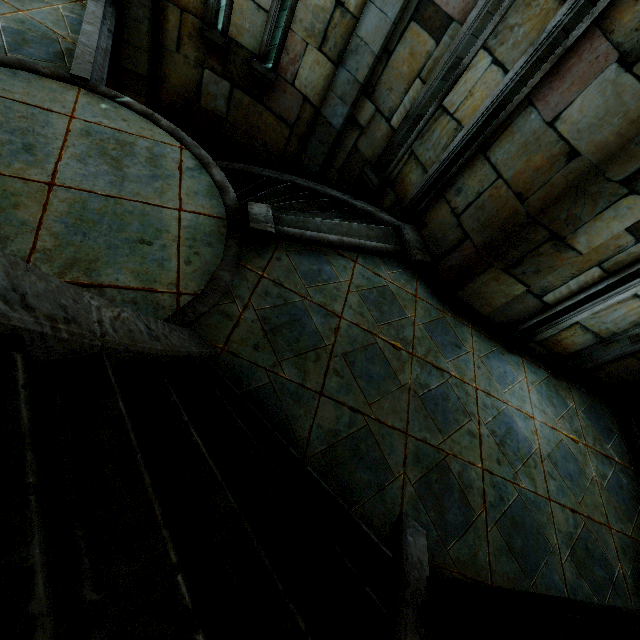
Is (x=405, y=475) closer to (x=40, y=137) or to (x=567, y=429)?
(x=567, y=429)
